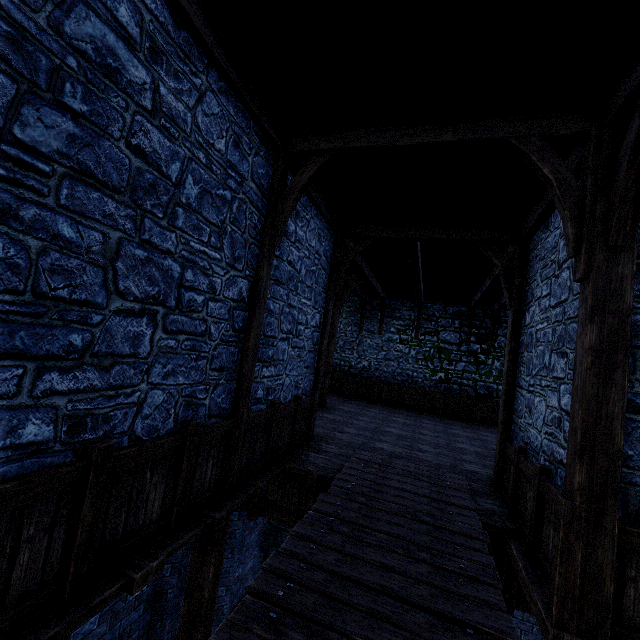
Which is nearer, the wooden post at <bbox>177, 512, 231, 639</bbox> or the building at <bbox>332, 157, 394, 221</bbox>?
the wooden post at <bbox>177, 512, 231, 639</bbox>

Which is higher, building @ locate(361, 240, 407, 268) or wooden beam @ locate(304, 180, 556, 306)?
building @ locate(361, 240, 407, 268)

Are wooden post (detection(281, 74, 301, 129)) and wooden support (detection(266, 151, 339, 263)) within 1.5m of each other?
yes

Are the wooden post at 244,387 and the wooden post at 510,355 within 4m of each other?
no

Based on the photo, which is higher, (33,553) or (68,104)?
(68,104)

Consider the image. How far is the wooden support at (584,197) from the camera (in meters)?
3.22

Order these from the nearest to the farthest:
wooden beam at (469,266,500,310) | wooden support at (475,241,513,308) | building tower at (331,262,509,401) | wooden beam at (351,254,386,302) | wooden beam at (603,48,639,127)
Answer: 1. wooden beam at (603,48,639,127)
2. wooden support at (475,241,513,308)
3. wooden beam at (469,266,500,310)
4. wooden beam at (351,254,386,302)
5. building tower at (331,262,509,401)

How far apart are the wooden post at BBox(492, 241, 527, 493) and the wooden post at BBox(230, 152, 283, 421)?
4.7 meters
